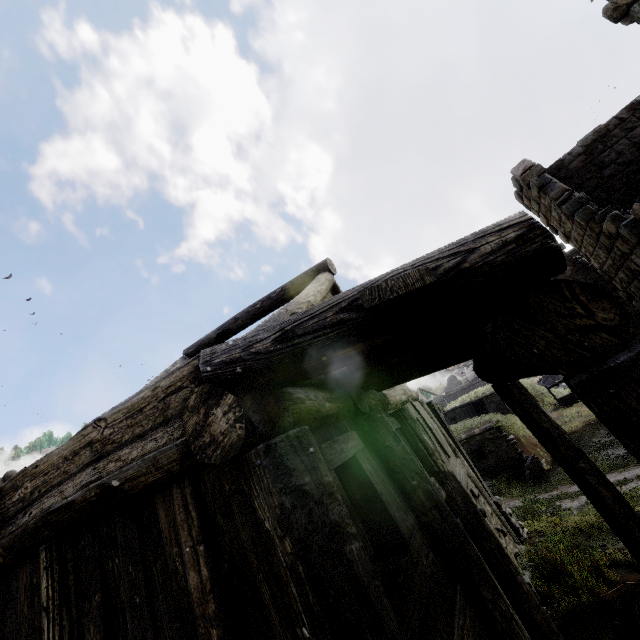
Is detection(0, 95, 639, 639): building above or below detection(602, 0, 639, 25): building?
below

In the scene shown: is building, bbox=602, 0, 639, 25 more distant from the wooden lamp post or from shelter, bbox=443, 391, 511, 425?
shelter, bbox=443, 391, 511, 425

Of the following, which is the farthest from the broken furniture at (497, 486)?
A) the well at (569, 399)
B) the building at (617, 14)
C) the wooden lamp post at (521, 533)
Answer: the well at (569, 399)

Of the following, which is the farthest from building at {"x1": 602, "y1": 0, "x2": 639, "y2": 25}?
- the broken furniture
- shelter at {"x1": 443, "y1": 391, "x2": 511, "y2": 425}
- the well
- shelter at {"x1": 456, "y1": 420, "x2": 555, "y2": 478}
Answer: shelter at {"x1": 443, "y1": 391, "x2": 511, "y2": 425}

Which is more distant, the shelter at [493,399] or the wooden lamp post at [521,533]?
the shelter at [493,399]

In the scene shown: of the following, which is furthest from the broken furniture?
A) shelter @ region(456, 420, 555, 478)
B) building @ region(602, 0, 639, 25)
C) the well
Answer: the well

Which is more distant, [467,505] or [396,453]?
[467,505]

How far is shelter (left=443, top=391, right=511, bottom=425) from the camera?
31.30m
